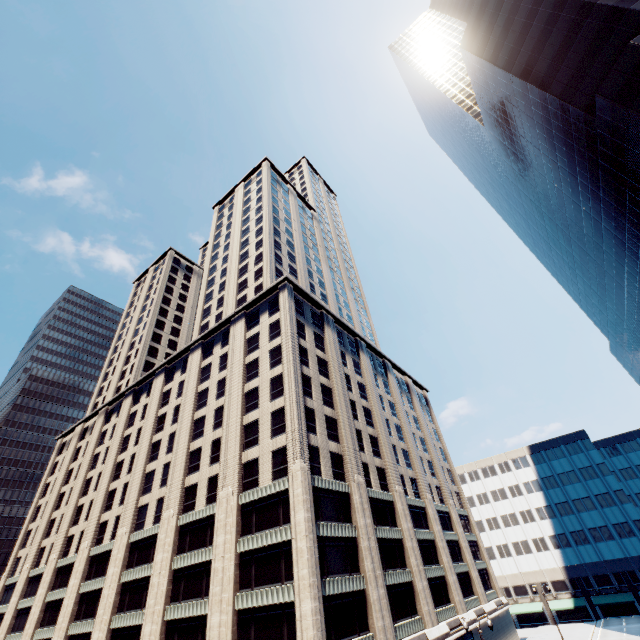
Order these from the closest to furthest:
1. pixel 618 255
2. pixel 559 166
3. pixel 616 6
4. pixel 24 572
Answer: pixel 616 6 → pixel 618 255 → pixel 559 166 → pixel 24 572

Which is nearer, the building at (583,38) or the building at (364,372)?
the building at (364,372)

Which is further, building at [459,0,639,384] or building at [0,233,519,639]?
building at [459,0,639,384]
